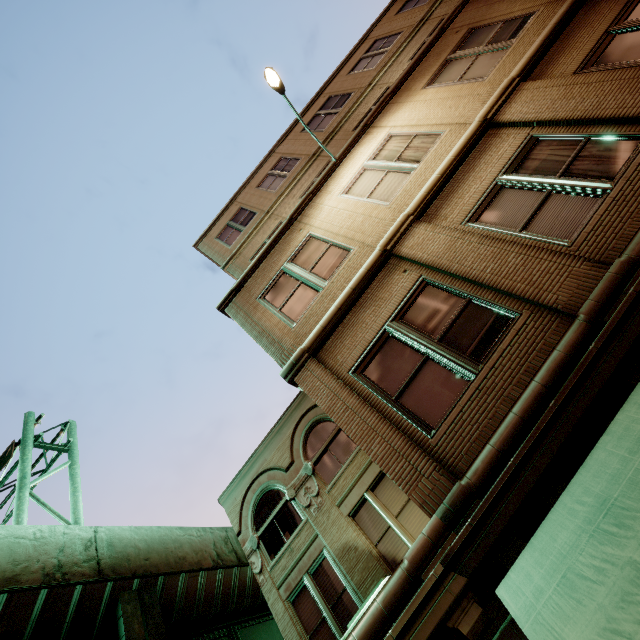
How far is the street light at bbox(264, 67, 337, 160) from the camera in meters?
7.5 m

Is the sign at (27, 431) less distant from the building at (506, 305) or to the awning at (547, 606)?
the building at (506, 305)

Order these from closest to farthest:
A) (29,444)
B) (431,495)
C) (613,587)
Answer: (613,587)
(431,495)
(29,444)

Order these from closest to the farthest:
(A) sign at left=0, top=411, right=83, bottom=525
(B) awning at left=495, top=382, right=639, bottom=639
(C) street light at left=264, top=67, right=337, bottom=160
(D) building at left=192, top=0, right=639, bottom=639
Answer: A:
1. (B) awning at left=495, top=382, right=639, bottom=639
2. (D) building at left=192, top=0, right=639, bottom=639
3. (C) street light at left=264, top=67, right=337, bottom=160
4. (A) sign at left=0, top=411, right=83, bottom=525

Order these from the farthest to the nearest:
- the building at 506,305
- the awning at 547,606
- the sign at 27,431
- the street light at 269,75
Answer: the sign at 27,431 → the street light at 269,75 → the building at 506,305 → the awning at 547,606

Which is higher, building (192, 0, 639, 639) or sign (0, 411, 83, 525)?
sign (0, 411, 83, 525)

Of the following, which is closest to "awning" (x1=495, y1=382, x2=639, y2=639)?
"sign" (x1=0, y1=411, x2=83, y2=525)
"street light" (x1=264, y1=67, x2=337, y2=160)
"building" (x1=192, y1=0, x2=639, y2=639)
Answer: "building" (x1=192, y1=0, x2=639, y2=639)

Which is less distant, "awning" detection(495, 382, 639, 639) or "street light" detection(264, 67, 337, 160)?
"awning" detection(495, 382, 639, 639)
